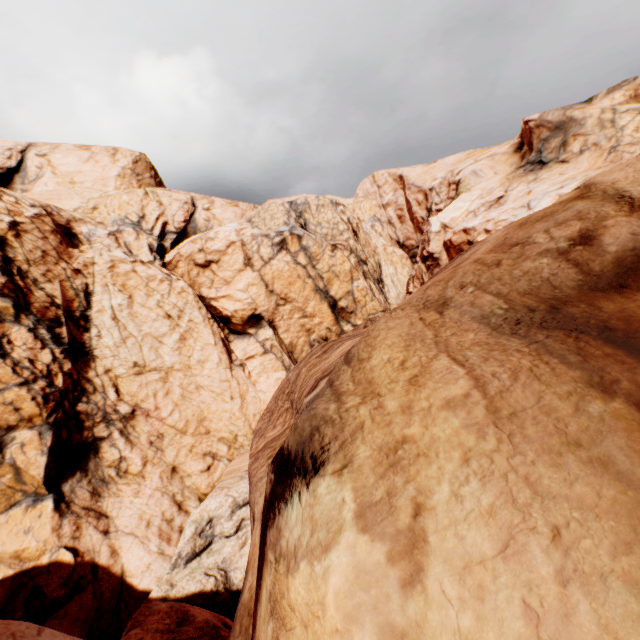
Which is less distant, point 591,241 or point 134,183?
point 591,241
